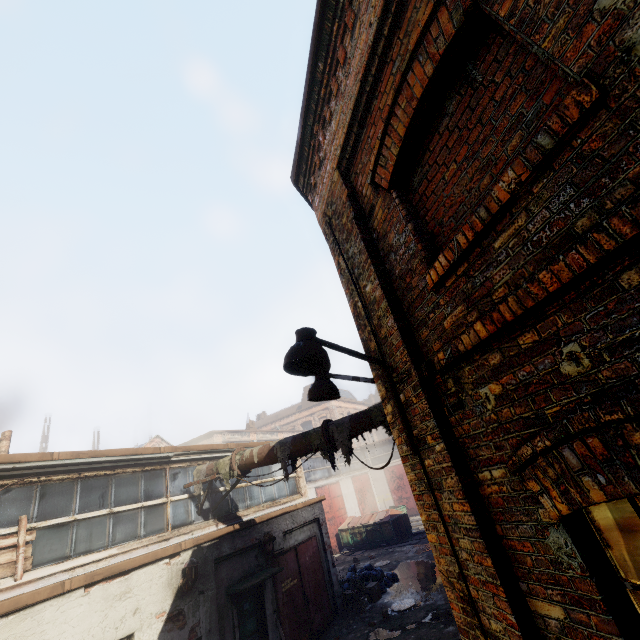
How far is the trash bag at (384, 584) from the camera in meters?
13.2 m

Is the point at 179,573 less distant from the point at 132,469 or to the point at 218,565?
the point at 218,565

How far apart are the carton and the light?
13.31m

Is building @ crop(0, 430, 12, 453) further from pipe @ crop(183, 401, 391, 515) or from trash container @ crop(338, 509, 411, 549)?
trash container @ crop(338, 509, 411, 549)

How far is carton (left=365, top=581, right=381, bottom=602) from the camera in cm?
1226

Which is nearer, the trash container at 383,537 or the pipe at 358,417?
the pipe at 358,417

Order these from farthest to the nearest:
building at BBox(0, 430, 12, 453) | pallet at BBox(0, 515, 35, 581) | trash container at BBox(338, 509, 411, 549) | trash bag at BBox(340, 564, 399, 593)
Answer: trash container at BBox(338, 509, 411, 549) < trash bag at BBox(340, 564, 399, 593) < building at BBox(0, 430, 12, 453) < pallet at BBox(0, 515, 35, 581)

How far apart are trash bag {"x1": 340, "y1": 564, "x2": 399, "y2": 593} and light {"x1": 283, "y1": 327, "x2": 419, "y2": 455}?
14.1m
